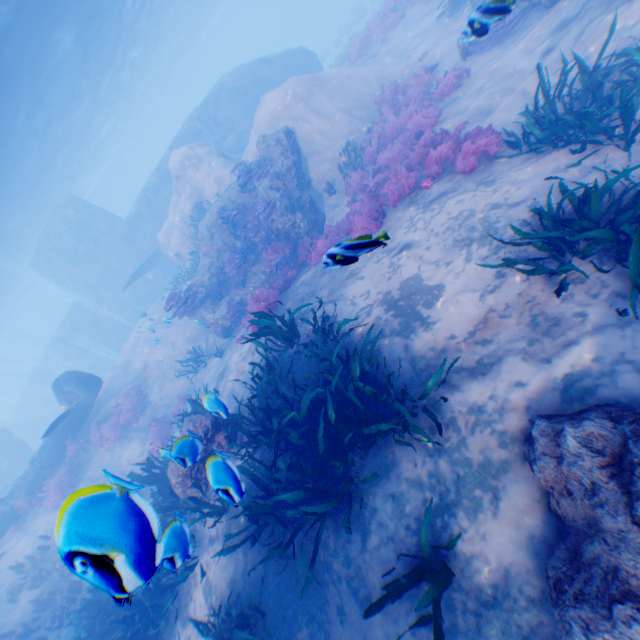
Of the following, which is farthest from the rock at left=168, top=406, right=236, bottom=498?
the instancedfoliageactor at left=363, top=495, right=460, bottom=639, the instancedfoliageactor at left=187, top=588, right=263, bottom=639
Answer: the instancedfoliageactor at left=187, top=588, right=263, bottom=639

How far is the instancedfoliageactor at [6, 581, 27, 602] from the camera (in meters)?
10.70

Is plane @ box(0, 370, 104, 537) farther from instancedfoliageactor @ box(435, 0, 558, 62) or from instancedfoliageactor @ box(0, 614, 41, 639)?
instancedfoliageactor @ box(435, 0, 558, 62)

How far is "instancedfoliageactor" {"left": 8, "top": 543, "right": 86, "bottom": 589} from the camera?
0.9m

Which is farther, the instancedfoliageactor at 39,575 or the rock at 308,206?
the rock at 308,206

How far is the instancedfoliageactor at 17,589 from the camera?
10.70m

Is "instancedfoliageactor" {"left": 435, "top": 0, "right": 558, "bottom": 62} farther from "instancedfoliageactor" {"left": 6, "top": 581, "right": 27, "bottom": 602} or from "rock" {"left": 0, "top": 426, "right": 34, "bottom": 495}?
"instancedfoliageactor" {"left": 6, "top": 581, "right": 27, "bottom": 602}

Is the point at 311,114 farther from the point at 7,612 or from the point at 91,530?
the point at 7,612
